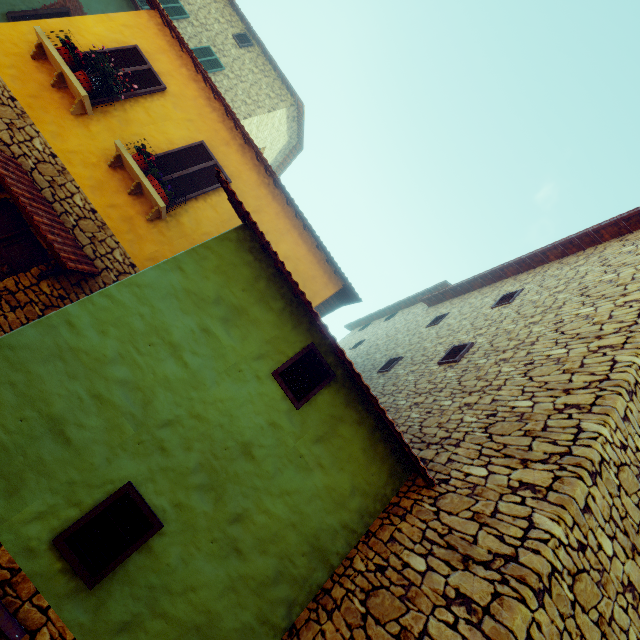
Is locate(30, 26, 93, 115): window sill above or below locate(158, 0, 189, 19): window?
below

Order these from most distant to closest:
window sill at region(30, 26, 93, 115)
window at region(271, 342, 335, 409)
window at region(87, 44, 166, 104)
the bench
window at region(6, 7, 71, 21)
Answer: window at region(6, 7, 71, 21), window at region(87, 44, 166, 104), window sill at region(30, 26, 93, 115), window at region(271, 342, 335, 409), the bench

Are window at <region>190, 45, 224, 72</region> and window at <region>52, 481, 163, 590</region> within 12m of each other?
no

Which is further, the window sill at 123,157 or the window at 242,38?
the window at 242,38

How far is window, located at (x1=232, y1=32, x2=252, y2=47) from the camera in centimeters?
1370cm

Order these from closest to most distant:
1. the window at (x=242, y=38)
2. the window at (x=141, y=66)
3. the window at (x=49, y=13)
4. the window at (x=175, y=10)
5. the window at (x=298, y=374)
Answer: the window at (x=298, y=374) → the window at (x=141, y=66) → the window at (x=49, y=13) → the window at (x=175, y=10) → the window at (x=242, y=38)

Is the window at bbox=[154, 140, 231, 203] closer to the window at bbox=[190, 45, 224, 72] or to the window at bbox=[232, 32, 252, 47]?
the window at bbox=[190, 45, 224, 72]

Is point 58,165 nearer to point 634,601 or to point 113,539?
point 113,539
